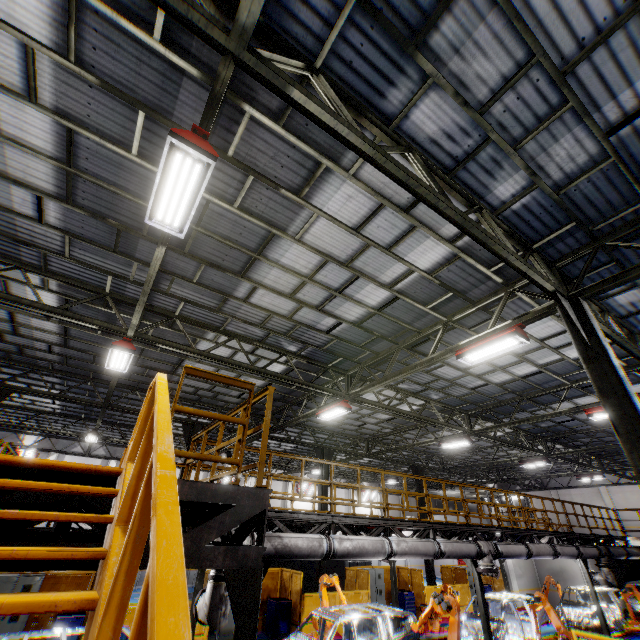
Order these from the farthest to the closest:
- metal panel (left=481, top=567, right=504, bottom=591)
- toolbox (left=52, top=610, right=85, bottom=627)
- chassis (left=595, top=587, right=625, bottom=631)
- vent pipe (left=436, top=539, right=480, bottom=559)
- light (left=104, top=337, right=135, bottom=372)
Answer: metal panel (left=481, top=567, right=504, bottom=591) → chassis (left=595, top=587, right=625, bottom=631) → toolbox (left=52, top=610, right=85, bottom=627) → vent pipe (left=436, top=539, right=480, bottom=559) → light (left=104, top=337, right=135, bottom=372)

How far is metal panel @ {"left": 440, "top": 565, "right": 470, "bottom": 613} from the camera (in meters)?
18.83

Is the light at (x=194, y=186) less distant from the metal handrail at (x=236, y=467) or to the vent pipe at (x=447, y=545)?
the metal handrail at (x=236, y=467)

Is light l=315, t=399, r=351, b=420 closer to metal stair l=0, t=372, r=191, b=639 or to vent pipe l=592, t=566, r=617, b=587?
vent pipe l=592, t=566, r=617, b=587

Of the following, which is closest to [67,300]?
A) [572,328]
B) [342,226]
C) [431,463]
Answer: [342,226]

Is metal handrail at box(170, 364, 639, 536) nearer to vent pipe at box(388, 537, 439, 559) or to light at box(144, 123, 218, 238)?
vent pipe at box(388, 537, 439, 559)

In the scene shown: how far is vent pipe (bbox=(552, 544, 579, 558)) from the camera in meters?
12.8

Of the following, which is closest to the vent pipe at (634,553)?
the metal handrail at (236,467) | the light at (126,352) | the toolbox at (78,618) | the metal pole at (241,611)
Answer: the metal handrail at (236,467)
